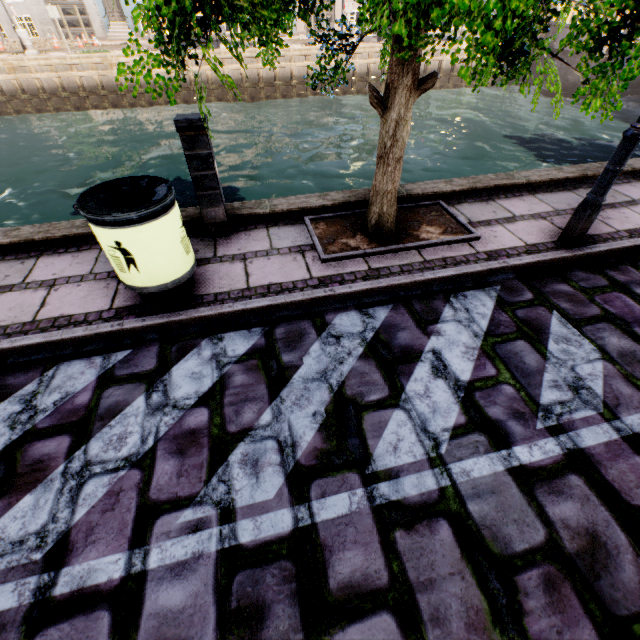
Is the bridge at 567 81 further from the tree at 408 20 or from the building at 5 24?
the building at 5 24

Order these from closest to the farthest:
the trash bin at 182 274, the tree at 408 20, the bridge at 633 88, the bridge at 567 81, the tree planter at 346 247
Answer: the tree at 408 20
the trash bin at 182 274
the tree planter at 346 247
the bridge at 567 81
the bridge at 633 88

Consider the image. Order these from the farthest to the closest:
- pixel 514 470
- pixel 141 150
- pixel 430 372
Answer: pixel 141 150 → pixel 430 372 → pixel 514 470

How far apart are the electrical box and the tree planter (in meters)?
0.98

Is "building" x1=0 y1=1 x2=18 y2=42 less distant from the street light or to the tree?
the tree

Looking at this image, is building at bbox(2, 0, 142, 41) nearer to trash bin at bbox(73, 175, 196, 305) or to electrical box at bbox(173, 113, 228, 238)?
electrical box at bbox(173, 113, 228, 238)

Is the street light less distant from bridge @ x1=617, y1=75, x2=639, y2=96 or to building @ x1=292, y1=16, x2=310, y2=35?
building @ x1=292, y1=16, x2=310, y2=35

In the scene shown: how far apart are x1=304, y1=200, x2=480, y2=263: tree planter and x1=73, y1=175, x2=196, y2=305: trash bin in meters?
1.3
